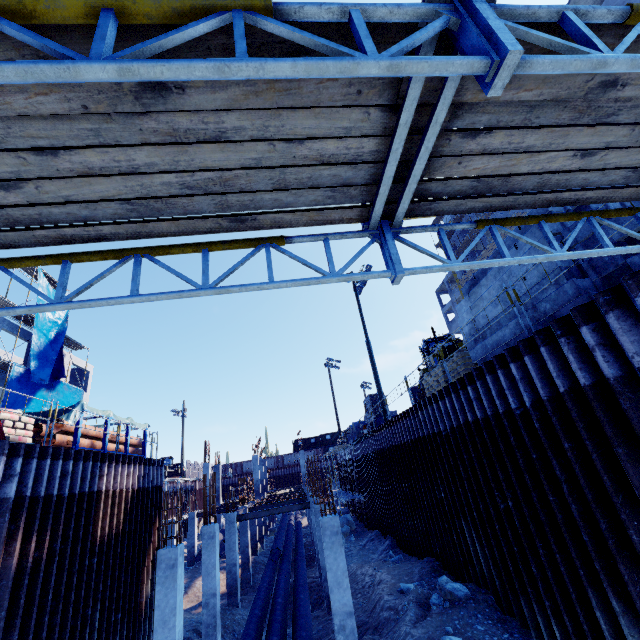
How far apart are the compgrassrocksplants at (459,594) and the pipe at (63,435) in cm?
1223

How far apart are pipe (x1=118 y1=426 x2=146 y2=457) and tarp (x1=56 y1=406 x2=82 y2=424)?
0.0m

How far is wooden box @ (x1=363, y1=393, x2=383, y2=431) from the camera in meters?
22.8

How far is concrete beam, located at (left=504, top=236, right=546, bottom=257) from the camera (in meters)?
7.02

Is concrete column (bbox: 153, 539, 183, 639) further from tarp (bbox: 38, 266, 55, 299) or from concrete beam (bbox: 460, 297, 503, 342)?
tarp (bbox: 38, 266, 55, 299)

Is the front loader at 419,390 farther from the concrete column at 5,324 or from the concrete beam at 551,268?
the concrete column at 5,324

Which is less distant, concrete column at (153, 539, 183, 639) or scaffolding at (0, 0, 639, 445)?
scaffolding at (0, 0, 639, 445)

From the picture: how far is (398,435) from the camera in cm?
1543
